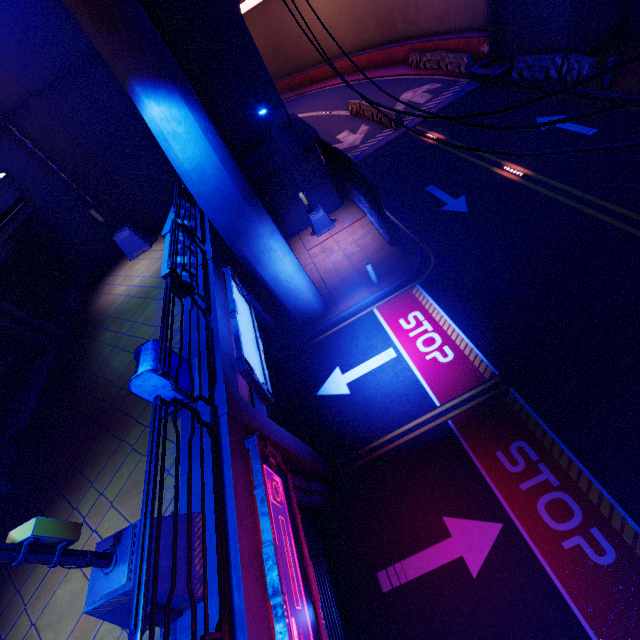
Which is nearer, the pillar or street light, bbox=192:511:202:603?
street light, bbox=192:511:202:603

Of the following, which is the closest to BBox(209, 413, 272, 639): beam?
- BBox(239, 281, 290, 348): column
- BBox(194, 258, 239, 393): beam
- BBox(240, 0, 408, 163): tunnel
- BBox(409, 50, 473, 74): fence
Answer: BBox(194, 258, 239, 393): beam

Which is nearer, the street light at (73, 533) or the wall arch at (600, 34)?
the street light at (73, 533)

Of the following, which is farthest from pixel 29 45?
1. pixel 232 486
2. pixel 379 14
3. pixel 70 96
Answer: pixel 379 14

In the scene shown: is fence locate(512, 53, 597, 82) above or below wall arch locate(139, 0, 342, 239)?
below

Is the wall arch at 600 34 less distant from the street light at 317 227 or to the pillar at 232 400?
the street light at 317 227

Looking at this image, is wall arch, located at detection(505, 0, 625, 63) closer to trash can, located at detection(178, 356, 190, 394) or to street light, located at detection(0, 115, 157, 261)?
street light, located at detection(0, 115, 157, 261)

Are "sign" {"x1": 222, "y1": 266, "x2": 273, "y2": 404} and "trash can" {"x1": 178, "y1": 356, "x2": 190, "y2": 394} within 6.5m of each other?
yes
